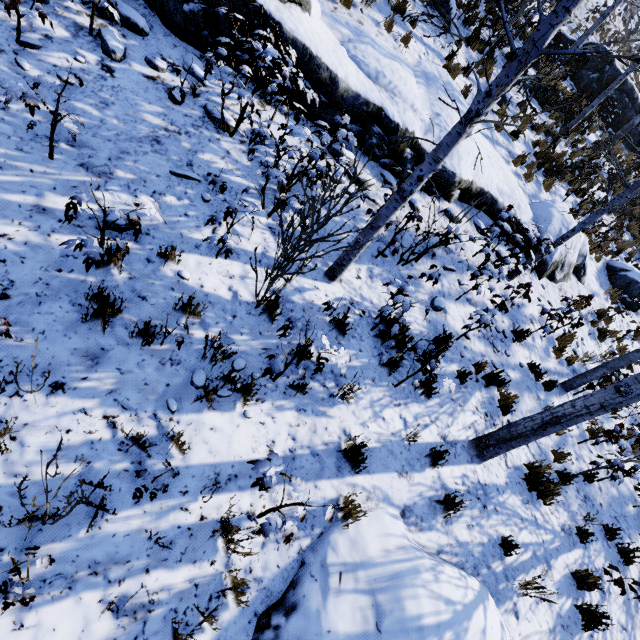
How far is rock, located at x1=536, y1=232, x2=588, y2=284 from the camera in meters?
8.6 m

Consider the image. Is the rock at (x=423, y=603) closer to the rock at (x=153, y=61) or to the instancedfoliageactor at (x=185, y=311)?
the instancedfoliageactor at (x=185, y=311)

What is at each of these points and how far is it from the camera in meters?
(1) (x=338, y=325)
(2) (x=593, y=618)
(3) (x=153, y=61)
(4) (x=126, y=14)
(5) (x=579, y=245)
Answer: (1) instancedfoliageactor, 4.5 m
(2) instancedfoliageactor, 4.7 m
(3) rock, 4.6 m
(4) rock, 4.5 m
(5) rock, 9.2 m

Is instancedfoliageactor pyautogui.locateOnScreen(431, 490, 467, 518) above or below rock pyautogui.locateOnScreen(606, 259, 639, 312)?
below

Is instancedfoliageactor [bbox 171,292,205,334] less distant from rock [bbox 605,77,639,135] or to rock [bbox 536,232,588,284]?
rock [bbox 536,232,588,284]

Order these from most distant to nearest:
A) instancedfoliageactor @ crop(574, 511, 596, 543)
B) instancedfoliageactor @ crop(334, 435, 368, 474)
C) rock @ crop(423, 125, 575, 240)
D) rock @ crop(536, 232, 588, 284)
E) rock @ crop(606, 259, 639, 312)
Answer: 1. rock @ crop(606, 259, 639, 312)
2. rock @ crop(536, 232, 588, 284)
3. rock @ crop(423, 125, 575, 240)
4. instancedfoliageactor @ crop(574, 511, 596, 543)
5. instancedfoliageactor @ crop(334, 435, 368, 474)

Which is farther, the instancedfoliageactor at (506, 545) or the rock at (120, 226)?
the instancedfoliageactor at (506, 545)

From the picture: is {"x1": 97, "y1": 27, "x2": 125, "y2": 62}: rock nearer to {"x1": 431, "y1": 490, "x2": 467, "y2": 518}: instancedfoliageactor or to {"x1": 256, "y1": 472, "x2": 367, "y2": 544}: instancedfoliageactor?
{"x1": 431, "y1": 490, "x2": 467, "y2": 518}: instancedfoliageactor
